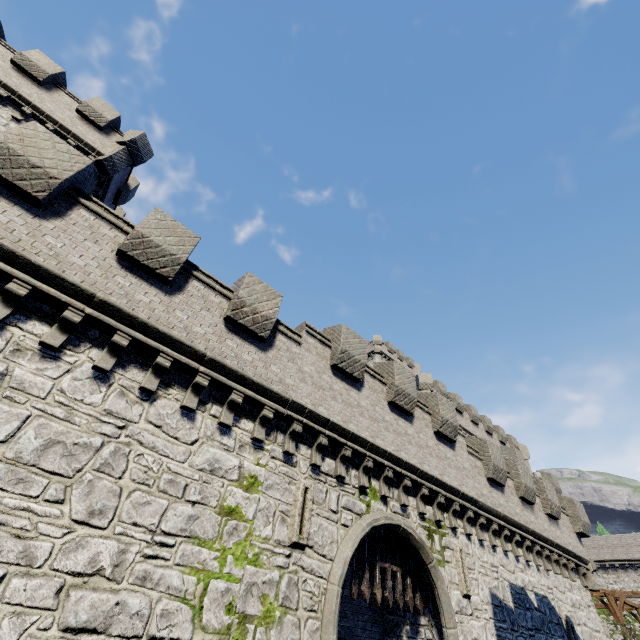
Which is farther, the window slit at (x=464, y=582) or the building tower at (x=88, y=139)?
the building tower at (x=88, y=139)

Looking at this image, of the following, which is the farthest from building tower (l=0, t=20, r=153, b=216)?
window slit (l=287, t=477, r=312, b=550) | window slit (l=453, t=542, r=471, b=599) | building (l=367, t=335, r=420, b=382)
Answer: building (l=367, t=335, r=420, b=382)

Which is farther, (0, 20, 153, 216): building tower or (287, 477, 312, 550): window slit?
(0, 20, 153, 216): building tower

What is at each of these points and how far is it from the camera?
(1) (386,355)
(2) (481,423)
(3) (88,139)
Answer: (1) building, 50.7m
(2) building tower, 36.2m
(3) building tower, 16.6m

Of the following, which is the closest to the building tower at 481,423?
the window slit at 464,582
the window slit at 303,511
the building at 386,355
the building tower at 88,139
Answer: the building at 386,355

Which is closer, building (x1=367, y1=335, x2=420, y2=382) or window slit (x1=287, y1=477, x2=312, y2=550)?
window slit (x1=287, y1=477, x2=312, y2=550)

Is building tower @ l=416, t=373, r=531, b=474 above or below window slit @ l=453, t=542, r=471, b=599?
above

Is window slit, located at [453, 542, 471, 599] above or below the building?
below
